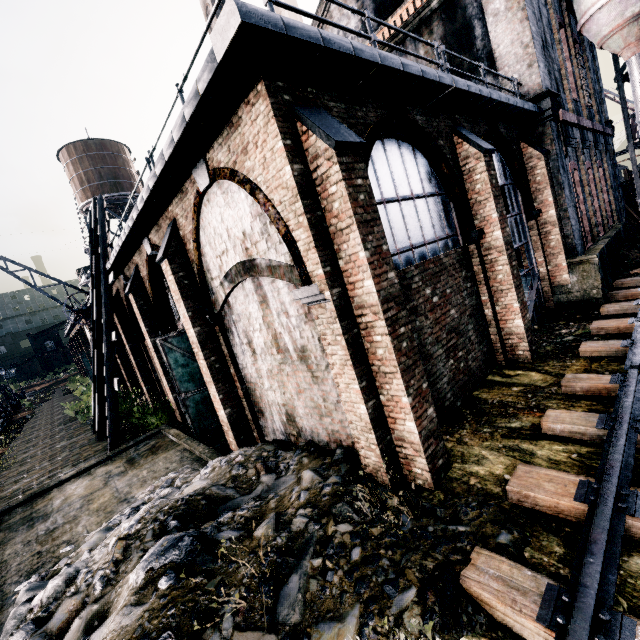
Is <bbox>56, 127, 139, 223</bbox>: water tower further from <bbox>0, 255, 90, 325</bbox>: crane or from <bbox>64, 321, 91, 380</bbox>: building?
<bbox>0, 255, 90, 325</bbox>: crane

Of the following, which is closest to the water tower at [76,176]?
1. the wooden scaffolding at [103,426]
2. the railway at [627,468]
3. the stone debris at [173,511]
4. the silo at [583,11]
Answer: the wooden scaffolding at [103,426]

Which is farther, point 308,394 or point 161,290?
point 161,290

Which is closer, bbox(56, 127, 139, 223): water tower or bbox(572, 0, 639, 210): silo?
bbox(572, 0, 639, 210): silo

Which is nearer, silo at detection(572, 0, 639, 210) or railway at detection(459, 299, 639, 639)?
railway at detection(459, 299, 639, 639)

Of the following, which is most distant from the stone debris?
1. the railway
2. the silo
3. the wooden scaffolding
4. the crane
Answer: the silo

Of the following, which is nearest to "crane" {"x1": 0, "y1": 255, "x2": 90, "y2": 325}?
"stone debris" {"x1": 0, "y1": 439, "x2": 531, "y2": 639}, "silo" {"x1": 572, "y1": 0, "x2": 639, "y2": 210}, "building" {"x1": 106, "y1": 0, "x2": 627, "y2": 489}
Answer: "building" {"x1": 106, "y1": 0, "x2": 627, "y2": 489}

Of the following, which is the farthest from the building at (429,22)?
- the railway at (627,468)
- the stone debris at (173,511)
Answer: the railway at (627,468)
